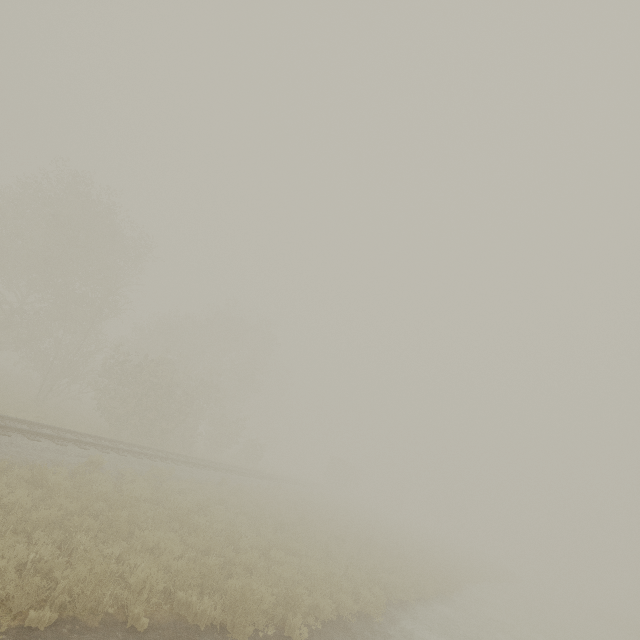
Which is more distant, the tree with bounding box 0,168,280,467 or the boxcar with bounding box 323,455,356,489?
the boxcar with bounding box 323,455,356,489

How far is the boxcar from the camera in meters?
52.4

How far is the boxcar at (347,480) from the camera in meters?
52.4

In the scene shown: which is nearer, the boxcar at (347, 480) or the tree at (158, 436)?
the tree at (158, 436)

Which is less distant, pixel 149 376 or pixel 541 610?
pixel 149 376
